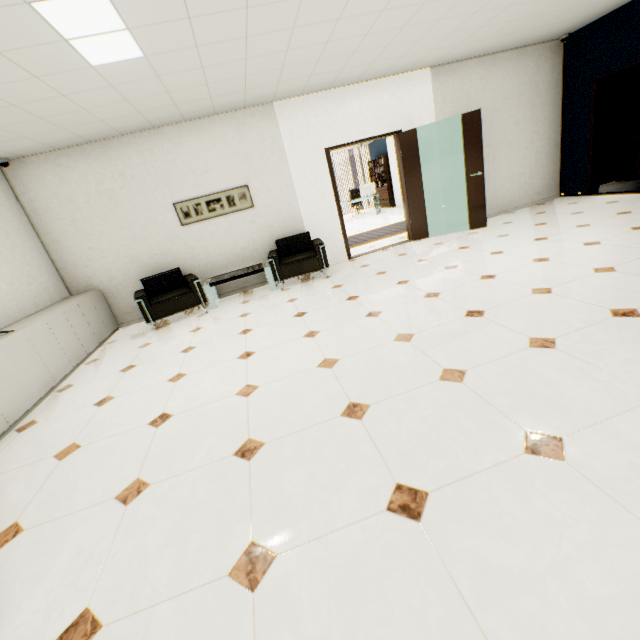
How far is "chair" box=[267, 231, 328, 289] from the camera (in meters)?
5.57

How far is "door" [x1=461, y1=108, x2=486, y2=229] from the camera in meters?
5.7

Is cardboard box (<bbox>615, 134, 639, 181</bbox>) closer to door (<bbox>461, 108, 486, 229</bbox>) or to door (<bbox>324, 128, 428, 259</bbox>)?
door (<bbox>461, 108, 486, 229</bbox>)

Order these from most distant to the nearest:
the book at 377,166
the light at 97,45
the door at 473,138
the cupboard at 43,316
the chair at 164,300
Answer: the book at 377,166 → the door at 473,138 → the chair at 164,300 → the cupboard at 43,316 → the light at 97,45

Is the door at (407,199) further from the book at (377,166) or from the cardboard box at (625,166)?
the book at (377,166)

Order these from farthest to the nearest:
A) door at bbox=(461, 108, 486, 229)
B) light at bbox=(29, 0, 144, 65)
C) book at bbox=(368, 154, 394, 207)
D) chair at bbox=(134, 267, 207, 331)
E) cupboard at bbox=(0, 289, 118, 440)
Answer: book at bbox=(368, 154, 394, 207) → door at bbox=(461, 108, 486, 229) → chair at bbox=(134, 267, 207, 331) → cupboard at bbox=(0, 289, 118, 440) → light at bbox=(29, 0, 144, 65)

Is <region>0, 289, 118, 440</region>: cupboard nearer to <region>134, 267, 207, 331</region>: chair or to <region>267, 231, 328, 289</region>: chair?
<region>134, 267, 207, 331</region>: chair

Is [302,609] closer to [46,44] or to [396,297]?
[396,297]
